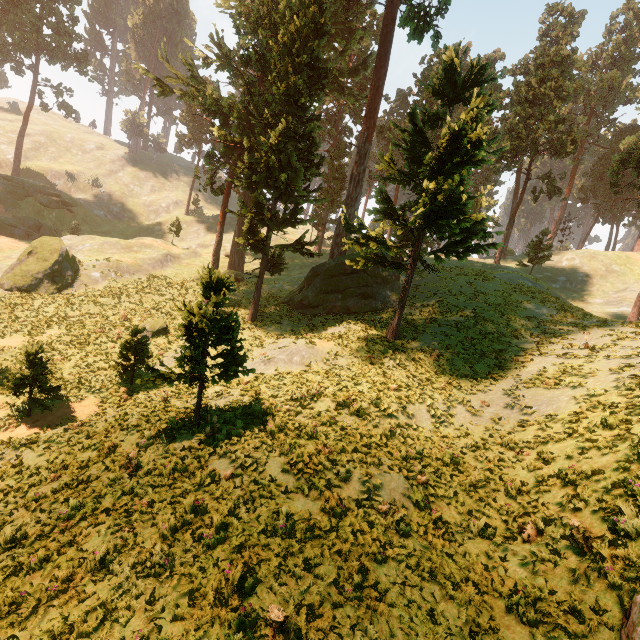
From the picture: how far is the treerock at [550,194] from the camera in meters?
36.4

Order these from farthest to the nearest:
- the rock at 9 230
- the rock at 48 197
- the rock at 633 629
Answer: the rock at 48 197 → the rock at 9 230 → the rock at 633 629

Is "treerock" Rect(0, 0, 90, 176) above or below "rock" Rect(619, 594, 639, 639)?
above

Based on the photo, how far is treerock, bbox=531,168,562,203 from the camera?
36.4 meters

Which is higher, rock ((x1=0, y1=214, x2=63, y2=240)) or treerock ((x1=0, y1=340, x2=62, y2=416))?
rock ((x1=0, y1=214, x2=63, y2=240))

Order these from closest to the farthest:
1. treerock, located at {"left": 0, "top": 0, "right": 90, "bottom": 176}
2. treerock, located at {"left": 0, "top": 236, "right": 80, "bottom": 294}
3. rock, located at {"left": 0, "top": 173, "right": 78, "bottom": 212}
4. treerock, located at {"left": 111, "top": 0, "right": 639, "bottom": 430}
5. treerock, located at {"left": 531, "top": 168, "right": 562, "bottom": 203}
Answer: treerock, located at {"left": 111, "top": 0, "right": 639, "bottom": 430}
treerock, located at {"left": 0, "top": 236, "right": 80, "bottom": 294}
treerock, located at {"left": 531, "top": 168, "right": 562, "bottom": 203}
rock, located at {"left": 0, "top": 173, "right": 78, "bottom": 212}
treerock, located at {"left": 0, "top": 0, "right": 90, "bottom": 176}

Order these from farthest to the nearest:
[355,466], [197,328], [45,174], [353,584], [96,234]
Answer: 1. [45,174]
2. [96,234]
3. [197,328]
4. [355,466]
5. [353,584]

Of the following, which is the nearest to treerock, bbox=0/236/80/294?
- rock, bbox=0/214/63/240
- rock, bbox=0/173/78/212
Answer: rock, bbox=0/173/78/212
